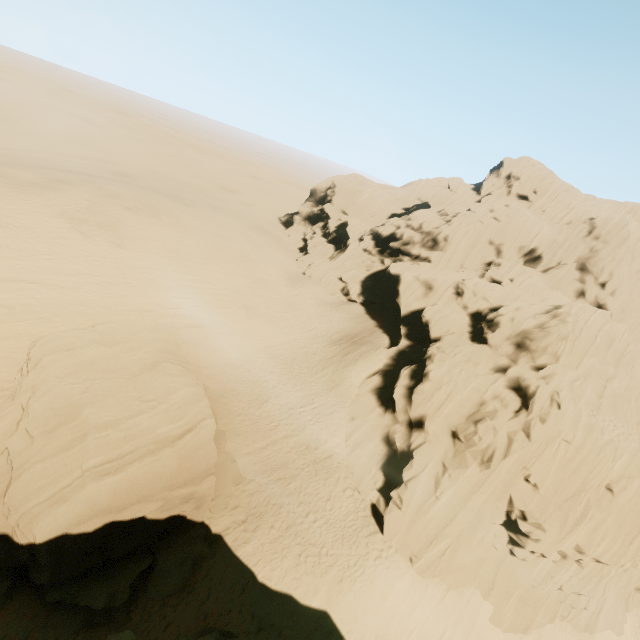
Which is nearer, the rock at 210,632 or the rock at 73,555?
the rock at 210,632

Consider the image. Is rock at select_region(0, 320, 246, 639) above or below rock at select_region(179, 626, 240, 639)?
below

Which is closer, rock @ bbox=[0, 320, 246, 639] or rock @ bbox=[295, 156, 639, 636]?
rock @ bbox=[0, 320, 246, 639]

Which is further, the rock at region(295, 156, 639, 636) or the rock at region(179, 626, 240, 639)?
the rock at region(295, 156, 639, 636)

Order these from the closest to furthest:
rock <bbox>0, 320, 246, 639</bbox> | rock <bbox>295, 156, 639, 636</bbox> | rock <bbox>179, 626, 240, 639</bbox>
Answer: rock <bbox>179, 626, 240, 639</bbox>
rock <bbox>0, 320, 246, 639</bbox>
rock <bbox>295, 156, 639, 636</bbox>

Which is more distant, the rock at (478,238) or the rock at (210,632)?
the rock at (478,238)

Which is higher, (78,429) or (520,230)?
(520,230)
